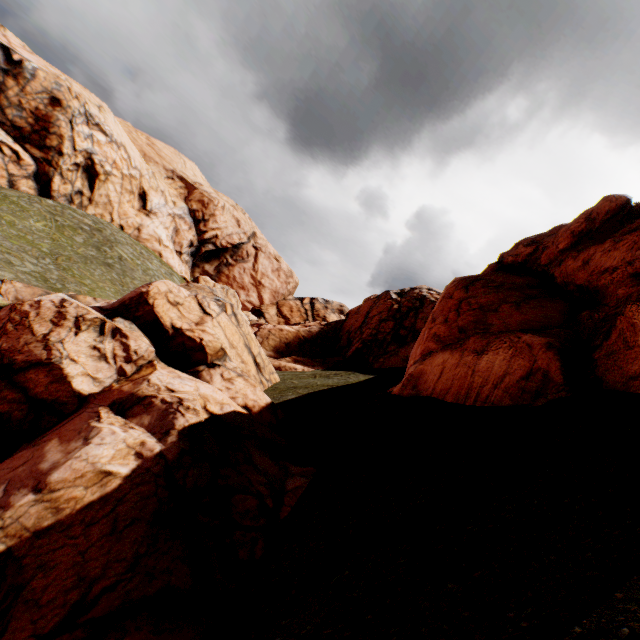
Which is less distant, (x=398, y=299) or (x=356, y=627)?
(x=356, y=627)
